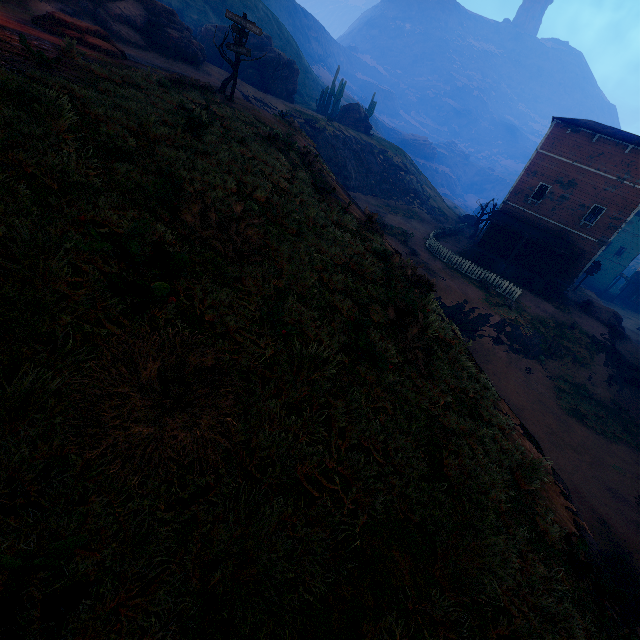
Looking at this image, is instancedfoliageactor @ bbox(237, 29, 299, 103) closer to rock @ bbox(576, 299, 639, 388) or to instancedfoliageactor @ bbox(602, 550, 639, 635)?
rock @ bbox(576, 299, 639, 388)

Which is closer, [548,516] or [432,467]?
[432,467]

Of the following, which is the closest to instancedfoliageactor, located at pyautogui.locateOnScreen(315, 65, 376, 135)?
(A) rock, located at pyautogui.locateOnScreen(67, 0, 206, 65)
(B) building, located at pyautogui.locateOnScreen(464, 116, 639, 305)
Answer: (A) rock, located at pyautogui.locateOnScreen(67, 0, 206, 65)

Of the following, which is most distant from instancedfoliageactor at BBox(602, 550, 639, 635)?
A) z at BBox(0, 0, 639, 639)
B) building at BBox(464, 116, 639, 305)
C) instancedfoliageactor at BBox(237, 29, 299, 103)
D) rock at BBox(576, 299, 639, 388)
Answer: instancedfoliageactor at BBox(237, 29, 299, 103)

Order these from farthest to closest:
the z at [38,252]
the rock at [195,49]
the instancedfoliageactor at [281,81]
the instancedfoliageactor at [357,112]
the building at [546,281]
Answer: the instancedfoliageactor at [357,112]
the instancedfoliageactor at [281,81]
the building at [546,281]
the rock at [195,49]
the z at [38,252]

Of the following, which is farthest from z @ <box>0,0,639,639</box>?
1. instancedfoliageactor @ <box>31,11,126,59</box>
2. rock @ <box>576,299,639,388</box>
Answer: instancedfoliageactor @ <box>31,11,126,59</box>

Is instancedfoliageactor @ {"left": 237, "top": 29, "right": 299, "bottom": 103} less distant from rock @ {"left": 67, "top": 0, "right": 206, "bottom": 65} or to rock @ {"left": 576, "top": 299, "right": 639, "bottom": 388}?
rock @ {"left": 67, "top": 0, "right": 206, "bottom": 65}

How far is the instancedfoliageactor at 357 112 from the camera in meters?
43.8 m
